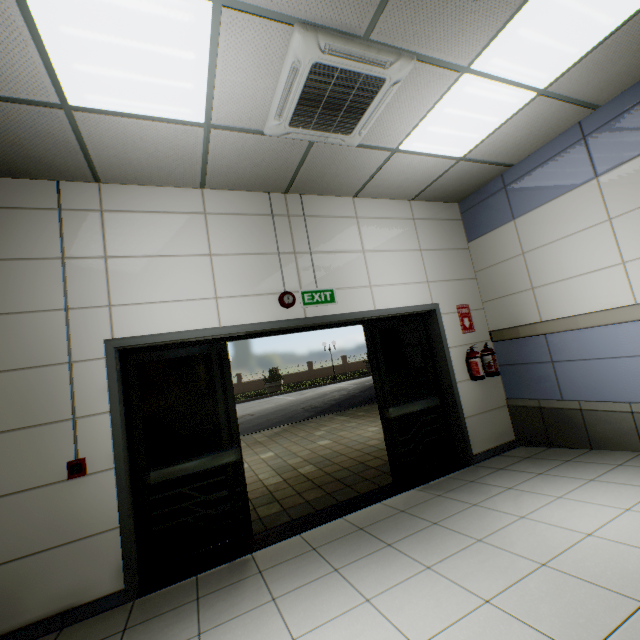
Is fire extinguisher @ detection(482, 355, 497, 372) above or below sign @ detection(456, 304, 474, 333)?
below

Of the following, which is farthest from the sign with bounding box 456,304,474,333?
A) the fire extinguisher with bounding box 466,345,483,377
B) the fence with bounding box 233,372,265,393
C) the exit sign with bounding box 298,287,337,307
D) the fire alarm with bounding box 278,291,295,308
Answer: the fence with bounding box 233,372,265,393

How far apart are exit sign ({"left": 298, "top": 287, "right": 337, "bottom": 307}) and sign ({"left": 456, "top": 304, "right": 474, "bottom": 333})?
2.0 meters

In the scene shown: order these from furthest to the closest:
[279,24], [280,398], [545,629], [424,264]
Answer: [280,398], [424,264], [279,24], [545,629]

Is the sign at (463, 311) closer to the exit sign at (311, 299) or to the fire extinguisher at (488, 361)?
the fire extinguisher at (488, 361)

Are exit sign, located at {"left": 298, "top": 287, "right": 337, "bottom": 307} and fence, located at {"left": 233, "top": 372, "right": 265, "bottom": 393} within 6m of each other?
no

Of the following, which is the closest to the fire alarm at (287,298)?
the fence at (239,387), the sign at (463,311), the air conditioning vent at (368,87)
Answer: the air conditioning vent at (368,87)

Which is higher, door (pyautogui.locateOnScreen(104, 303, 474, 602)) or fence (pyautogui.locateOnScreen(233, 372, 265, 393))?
fence (pyautogui.locateOnScreen(233, 372, 265, 393))
